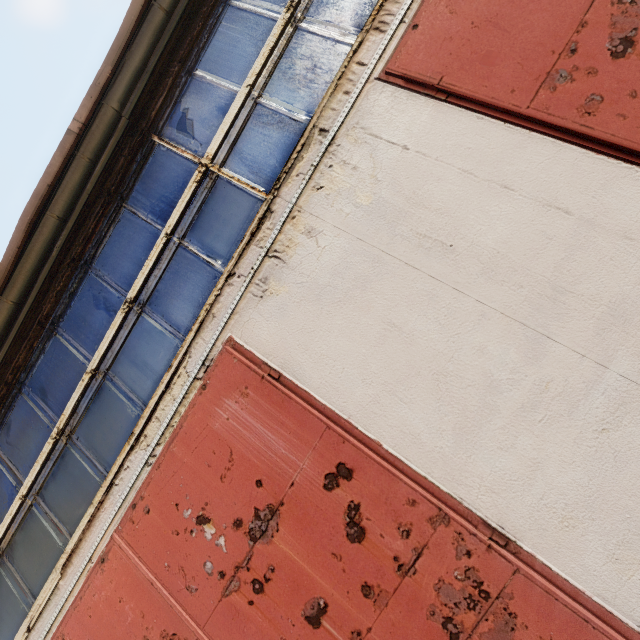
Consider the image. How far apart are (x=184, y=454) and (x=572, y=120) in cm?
348
